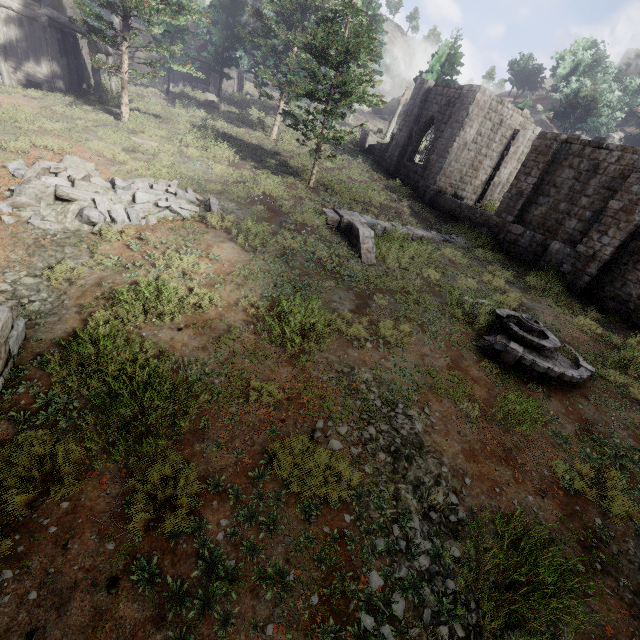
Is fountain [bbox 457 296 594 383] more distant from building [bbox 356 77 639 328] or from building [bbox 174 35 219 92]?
building [bbox 174 35 219 92]

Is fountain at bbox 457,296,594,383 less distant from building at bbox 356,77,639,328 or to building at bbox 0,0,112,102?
building at bbox 356,77,639,328

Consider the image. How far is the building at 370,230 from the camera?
13.0 meters

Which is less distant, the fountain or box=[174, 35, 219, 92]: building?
the fountain

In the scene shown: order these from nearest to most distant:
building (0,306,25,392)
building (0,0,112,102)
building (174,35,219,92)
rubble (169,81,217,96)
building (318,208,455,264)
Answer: building (0,306,25,392)
building (318,208,455,264)
building (0,0,112,102)
rubble (169,81,217,96)
building (174,35,219,92)

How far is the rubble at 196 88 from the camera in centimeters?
3137cm

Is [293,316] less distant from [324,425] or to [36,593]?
[324,425]

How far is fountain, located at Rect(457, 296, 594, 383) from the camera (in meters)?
8.86
